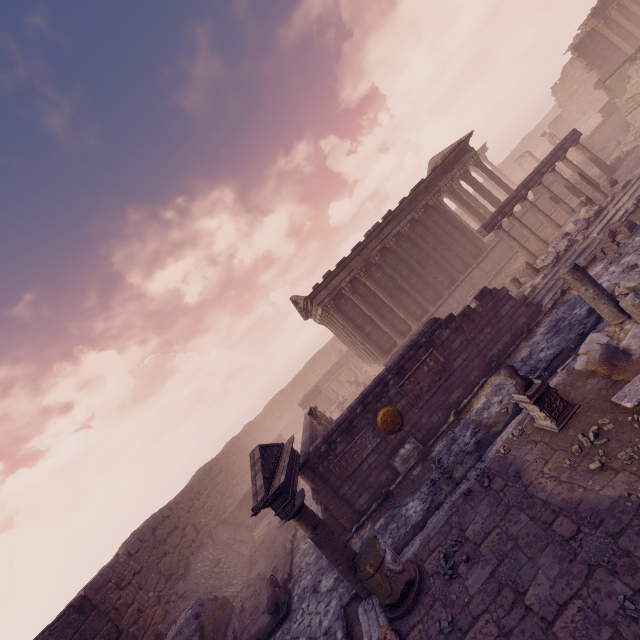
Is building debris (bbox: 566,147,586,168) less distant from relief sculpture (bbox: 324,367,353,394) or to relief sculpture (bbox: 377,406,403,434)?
relief sculpture (bbox: 324,367,353,394)

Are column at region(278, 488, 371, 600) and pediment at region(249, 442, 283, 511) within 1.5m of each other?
yes

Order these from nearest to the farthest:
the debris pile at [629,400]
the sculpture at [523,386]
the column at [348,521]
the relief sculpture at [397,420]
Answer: the debris pile at [629,400]
the sculpture at [523,386]
the column at [348,521]
the relief sculpture at [397,420]

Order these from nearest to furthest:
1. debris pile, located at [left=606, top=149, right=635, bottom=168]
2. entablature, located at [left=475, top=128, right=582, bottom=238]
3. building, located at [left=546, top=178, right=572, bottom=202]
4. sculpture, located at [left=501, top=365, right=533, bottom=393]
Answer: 1. sculpture, located at [left=501, top=365, right=533, bottom=393]
2. entablature, located at [left=475, top=128, right=582, bottom=238]
3. debris pile, located at [left=606, top=149, right=635, bottom=168]
4. building, located at [left=546, top=178, right=572, bottom=202]

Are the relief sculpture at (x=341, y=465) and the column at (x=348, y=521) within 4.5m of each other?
yes

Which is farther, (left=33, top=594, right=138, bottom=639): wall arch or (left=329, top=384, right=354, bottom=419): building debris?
(left=329, top=384, right=354, bottom=419): building debris

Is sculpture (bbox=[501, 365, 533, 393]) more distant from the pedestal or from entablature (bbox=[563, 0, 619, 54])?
entablature (bbox=[563, 0, 619, 54])

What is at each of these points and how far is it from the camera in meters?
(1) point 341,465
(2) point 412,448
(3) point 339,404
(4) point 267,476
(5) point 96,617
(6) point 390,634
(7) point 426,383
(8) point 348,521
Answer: (1) relief sculpture, 11.0
(2) building debris, 11.0
(3) building debris, 26.4
(4) pediment, 8.2
(5) wall arch, 10.6
(6) sculpture, 5.6
(7) relief sculpture, 11.4
(8) column, 10.6
